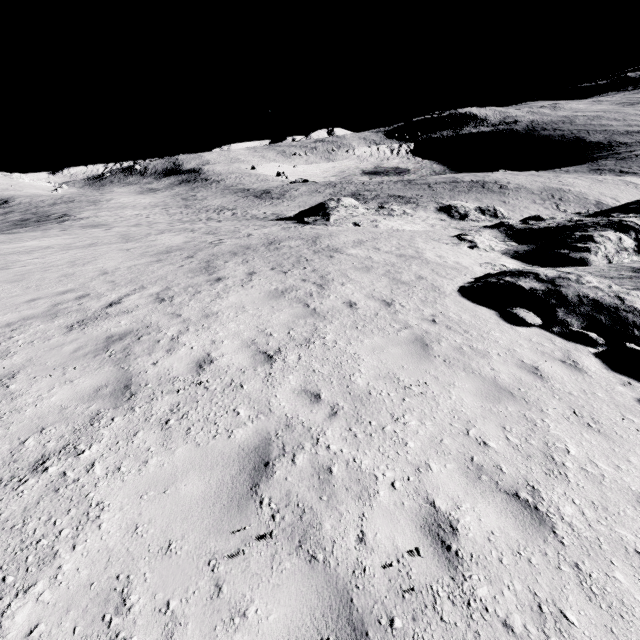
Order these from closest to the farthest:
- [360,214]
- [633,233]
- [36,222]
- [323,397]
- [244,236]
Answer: [323,397] → [633,233] → [244,236] → [360,214] → [36,222]
